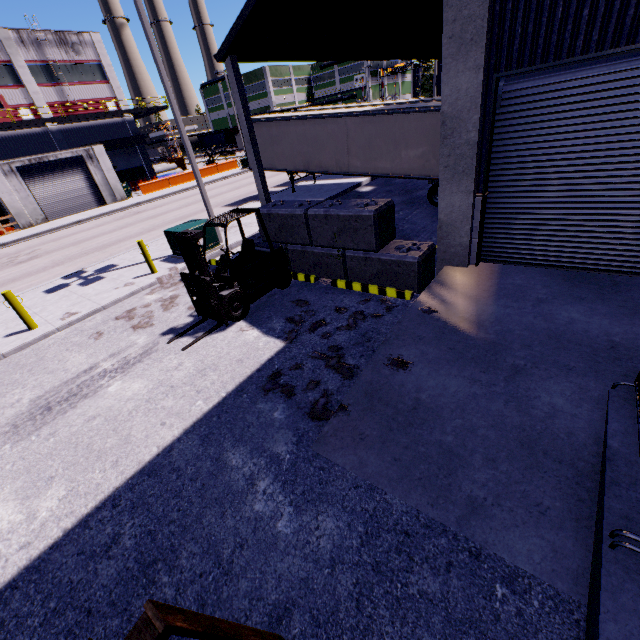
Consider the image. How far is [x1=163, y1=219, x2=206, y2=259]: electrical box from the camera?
11.7m

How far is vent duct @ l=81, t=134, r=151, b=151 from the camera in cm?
3482

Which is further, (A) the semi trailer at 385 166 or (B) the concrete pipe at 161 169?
(B) the concrete pipe at 161 169

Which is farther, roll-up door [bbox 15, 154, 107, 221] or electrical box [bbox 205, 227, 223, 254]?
roll-up door [bbox 15, 154, 107, 221]

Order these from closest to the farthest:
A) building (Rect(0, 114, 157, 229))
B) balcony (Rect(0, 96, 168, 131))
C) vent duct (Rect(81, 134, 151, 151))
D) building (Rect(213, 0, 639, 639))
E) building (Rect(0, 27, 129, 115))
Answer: building (Rect(213, 0, 639, 639)), building (Rect(0, 114, 157, 229)), balcony (Rect(0, 96, 168, 131)), building (Rect(0, 27, 129, 115)), vent duct (Rect(81, 134, 151, 151))

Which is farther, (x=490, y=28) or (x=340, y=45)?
(x=340, y=45)

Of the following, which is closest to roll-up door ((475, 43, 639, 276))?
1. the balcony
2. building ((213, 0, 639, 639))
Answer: building ((213, 0, 639, 639))

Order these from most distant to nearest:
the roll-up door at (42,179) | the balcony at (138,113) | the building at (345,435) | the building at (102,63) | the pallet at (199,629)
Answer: the building at (102,63)
the balcony at (138,113)
the roll-up door at (42,179)
the building at (345,435)
the pallet at (199,629)
